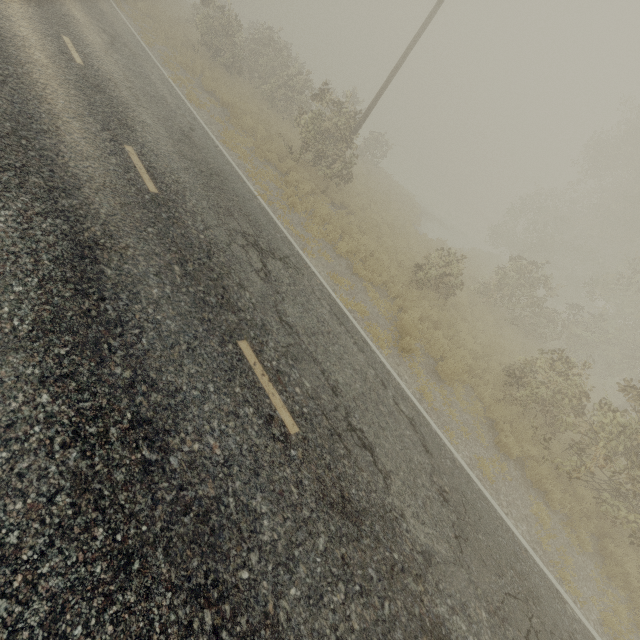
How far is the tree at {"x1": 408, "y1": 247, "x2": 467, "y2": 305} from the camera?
12.7m

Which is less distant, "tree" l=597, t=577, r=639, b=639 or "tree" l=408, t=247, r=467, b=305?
"tree" l=597, t=577, r=639, b=639

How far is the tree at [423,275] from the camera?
12.68m

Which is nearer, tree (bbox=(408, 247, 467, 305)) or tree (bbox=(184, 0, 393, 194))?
tree (bbox=(408, 247, 467, 305))

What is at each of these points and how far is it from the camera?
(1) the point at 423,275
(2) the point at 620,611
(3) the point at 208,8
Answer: (1) tree, 12.8m
(2) tree, 6.6m
(3) tree, 23.2m

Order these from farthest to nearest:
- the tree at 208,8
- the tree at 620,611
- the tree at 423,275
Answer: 1. the tree at 208,8
2. the tree at 423,275
3. the tree at 620,611

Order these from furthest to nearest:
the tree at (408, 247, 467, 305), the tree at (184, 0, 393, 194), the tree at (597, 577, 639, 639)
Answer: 1. the tree at (184, 0, 393, 194)
2. the tree at (408, 247, 467, 305)
3. the tree at (597, 577, 639, 639)
